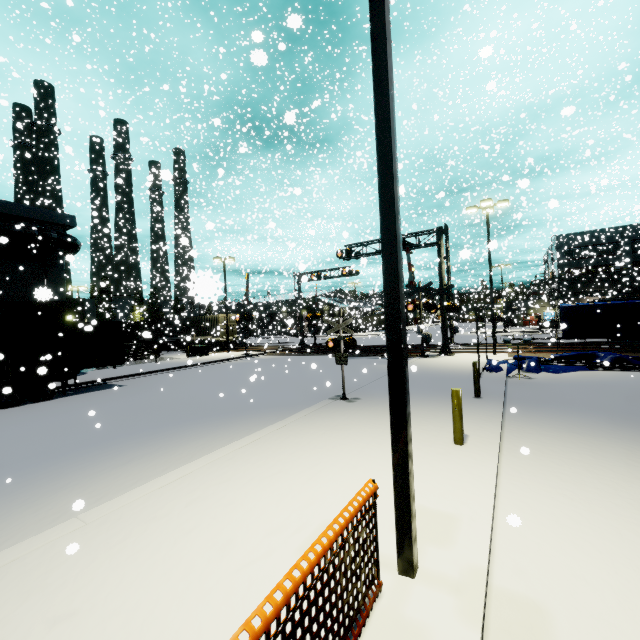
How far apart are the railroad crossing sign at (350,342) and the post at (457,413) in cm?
430

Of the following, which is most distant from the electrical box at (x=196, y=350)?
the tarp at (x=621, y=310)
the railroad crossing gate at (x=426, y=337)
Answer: the tarp at (x=621, y=310)

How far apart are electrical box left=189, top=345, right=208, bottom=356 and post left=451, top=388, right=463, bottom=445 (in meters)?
27.01

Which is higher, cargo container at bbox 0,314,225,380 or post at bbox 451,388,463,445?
cargo container at bbox 0,314,225,380

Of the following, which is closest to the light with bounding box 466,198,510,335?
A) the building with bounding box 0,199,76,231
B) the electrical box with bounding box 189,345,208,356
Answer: the building with bounding box 0,199,76,231

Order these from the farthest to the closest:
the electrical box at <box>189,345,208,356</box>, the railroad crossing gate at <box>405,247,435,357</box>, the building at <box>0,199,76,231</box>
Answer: the electrical box at <box>189,345,208,356</box> < the railroad crossing gate at <box>405,247,435,357</box> < the building at <box>0,199,76,231</box>

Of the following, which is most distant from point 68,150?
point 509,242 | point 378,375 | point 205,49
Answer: point 509,242

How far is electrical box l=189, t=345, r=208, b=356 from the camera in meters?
30.1
